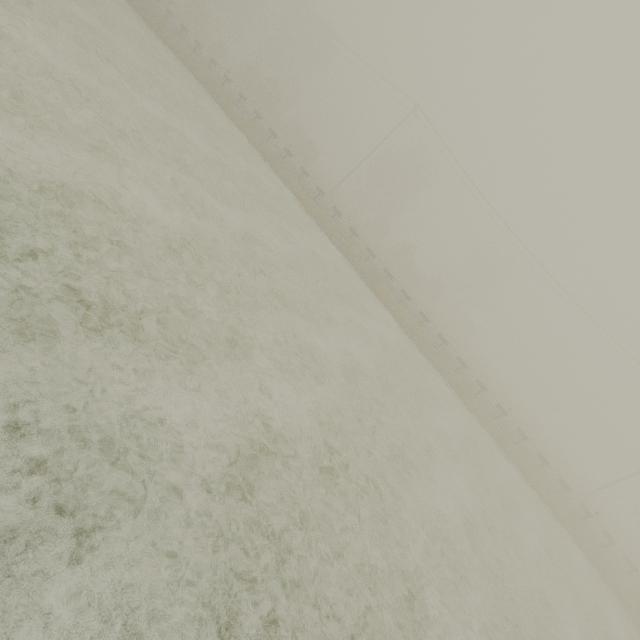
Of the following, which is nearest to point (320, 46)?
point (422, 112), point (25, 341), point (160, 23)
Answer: point (422, 112)

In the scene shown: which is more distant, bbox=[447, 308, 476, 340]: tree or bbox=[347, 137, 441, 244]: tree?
bbox=[447, 308, 476, 340]: tree

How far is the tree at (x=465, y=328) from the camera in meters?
49.5

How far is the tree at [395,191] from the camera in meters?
46.2 m

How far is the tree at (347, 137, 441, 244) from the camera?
46.25m

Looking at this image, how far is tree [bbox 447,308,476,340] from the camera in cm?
4949
